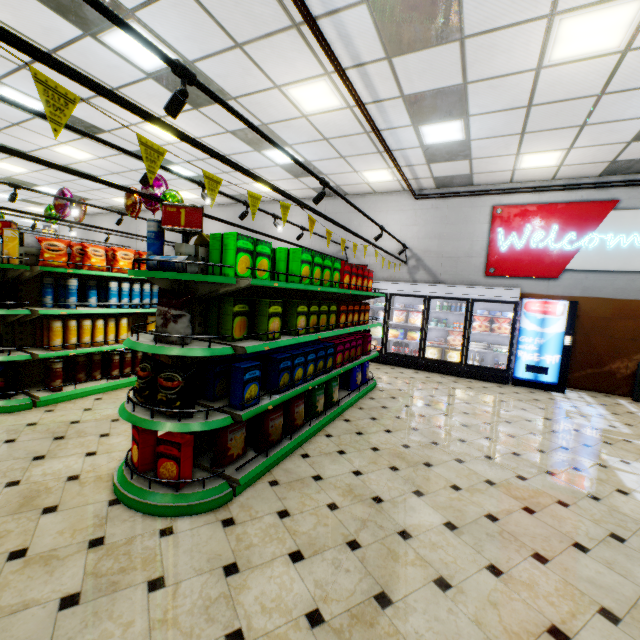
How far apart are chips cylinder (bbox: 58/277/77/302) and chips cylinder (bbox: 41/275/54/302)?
0.14m

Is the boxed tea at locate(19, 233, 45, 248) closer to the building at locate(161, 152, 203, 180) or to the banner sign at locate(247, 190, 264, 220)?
the building at locate(161, 152, 203, 180)

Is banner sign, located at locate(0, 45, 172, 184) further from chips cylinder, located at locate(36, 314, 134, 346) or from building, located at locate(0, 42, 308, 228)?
chips cylinder, located at locate(36, 314, 134, 346)

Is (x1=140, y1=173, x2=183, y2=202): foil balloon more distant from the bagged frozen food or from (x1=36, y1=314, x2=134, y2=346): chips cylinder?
the bagged frozen food

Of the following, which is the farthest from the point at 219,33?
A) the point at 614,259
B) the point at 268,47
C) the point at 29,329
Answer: the point at 614,259

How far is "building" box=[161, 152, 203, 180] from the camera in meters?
8.2 m

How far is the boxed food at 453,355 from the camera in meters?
8.2 m

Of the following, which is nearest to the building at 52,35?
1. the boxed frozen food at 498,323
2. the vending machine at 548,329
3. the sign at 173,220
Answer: the vending machine at 548,329
